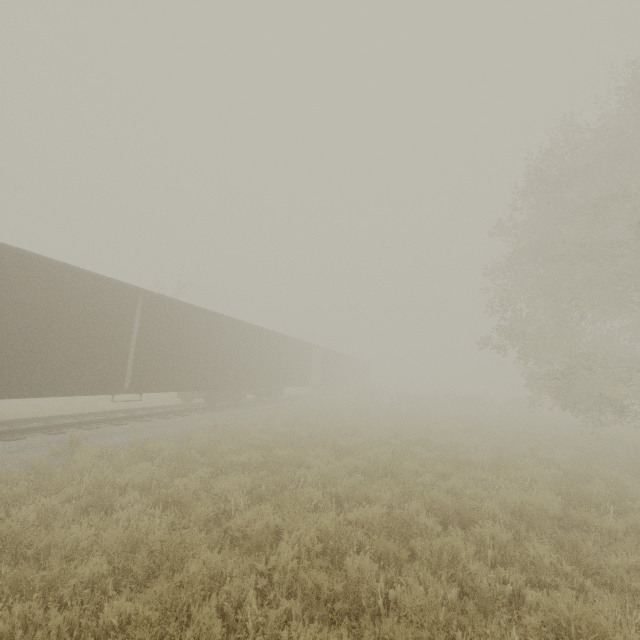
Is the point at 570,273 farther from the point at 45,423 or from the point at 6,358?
the point at 45,423
